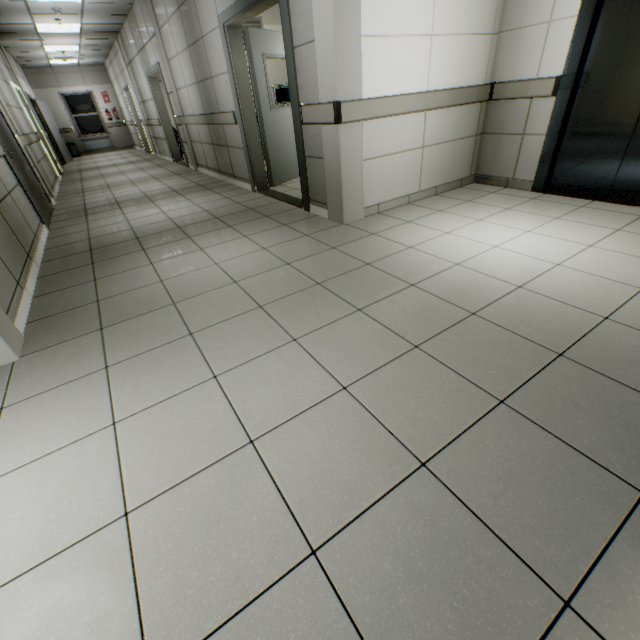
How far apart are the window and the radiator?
0.12m

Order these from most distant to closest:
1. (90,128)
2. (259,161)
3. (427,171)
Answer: (90,128) → (259,161) → (427,171)

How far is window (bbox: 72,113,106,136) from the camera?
14.7 meters

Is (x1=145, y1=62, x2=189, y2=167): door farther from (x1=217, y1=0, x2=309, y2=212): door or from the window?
the window

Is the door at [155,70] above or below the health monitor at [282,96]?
above

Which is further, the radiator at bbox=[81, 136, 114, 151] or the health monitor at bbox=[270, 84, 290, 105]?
the radiator at bbox=[81, 136, 114, 151]

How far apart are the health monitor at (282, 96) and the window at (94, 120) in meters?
13.0 m

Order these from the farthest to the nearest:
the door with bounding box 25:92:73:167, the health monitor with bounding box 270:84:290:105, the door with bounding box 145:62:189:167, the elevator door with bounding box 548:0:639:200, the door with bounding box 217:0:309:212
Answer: the door with bounding box 25:92:73:167
the door with bounding box 145:62:189:167
the health monitor with bounding box 270:84:290:105
the door with bounding box 217:0:309:212
the elevator door with bounding box 548:0:639:200
